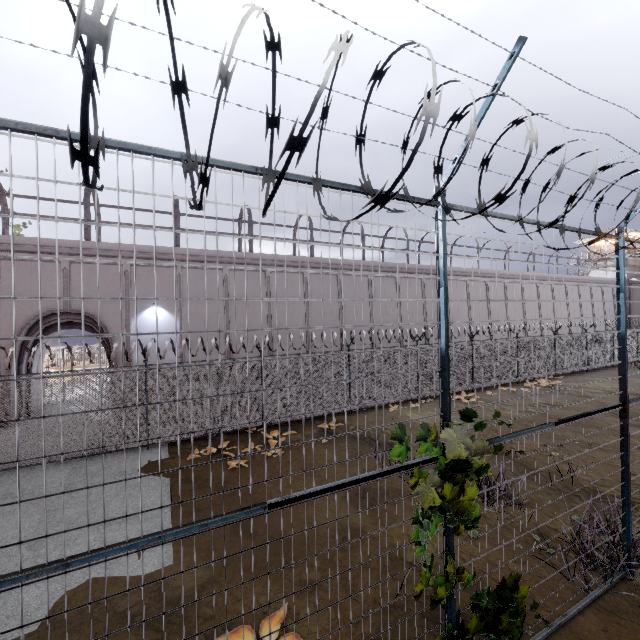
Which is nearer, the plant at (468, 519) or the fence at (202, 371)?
the fence at (202, 371)

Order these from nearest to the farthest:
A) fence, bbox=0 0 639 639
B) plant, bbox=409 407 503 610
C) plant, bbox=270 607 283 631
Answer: fence, bbox=0 0 639 639 → plant, bbox=409 407 503 610 → plant, bbox=270 607 283 631

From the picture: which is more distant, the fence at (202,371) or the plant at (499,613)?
the plant at (499,613)

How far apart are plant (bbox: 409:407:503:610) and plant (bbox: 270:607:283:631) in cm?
172

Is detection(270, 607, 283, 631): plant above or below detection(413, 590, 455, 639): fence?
below

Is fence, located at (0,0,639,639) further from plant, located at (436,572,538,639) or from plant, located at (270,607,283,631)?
plant, located at (270,607,283,631)

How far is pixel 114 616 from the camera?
4.68m
